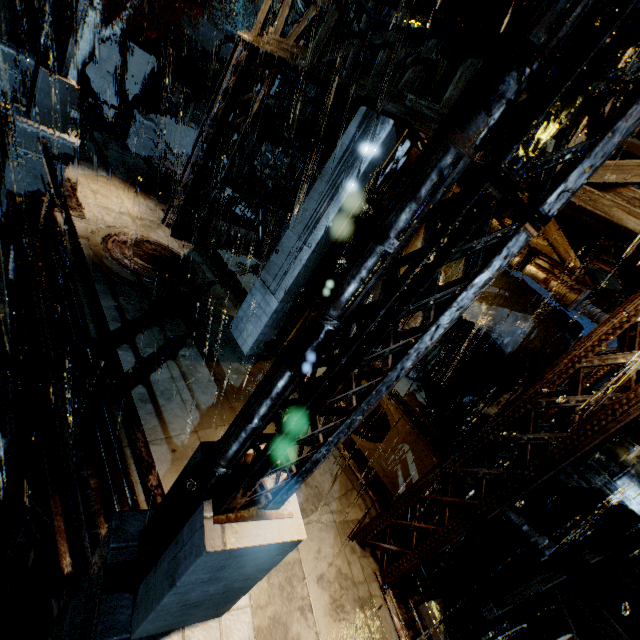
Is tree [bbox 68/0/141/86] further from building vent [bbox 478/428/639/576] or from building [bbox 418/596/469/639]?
building vent [bbox 478/428/639/576]

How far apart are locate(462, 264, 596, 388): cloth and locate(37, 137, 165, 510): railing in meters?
9.5

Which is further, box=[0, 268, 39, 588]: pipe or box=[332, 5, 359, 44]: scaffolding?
box=[332, 5, 359, 44]: scaffolding

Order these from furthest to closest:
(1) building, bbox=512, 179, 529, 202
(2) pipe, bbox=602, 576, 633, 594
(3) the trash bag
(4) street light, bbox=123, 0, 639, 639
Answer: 1. (3) the trash bag
2. (2) pipe, bbox=602, 576, 633, 594
3. (1) building, bbox=512, 179, 529, 202
4. (4) street light, bbox=123, 0, 639, 639

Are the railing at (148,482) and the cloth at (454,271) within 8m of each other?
no

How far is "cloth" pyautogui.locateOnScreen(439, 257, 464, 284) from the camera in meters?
10.6

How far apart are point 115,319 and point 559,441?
7.5m

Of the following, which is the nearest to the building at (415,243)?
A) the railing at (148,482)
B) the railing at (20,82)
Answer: the railing at (148,482)
